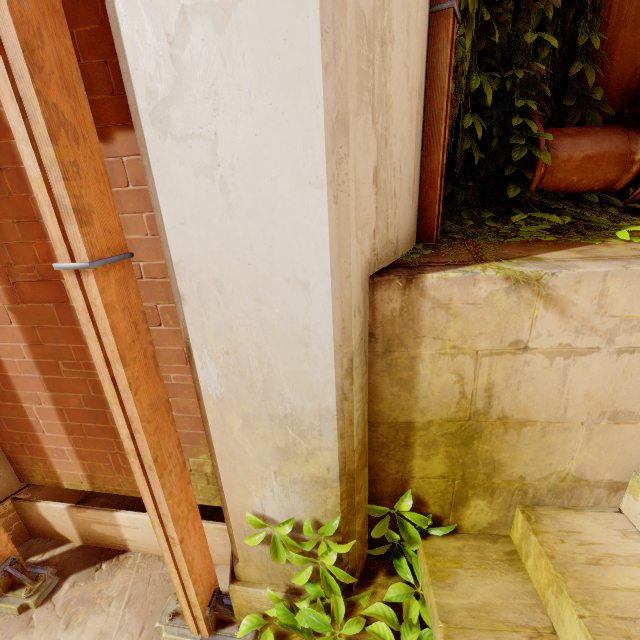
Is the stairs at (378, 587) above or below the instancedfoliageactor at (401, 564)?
below

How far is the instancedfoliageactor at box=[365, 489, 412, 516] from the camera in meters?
1.6

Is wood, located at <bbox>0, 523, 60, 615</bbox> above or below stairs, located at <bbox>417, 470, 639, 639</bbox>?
below

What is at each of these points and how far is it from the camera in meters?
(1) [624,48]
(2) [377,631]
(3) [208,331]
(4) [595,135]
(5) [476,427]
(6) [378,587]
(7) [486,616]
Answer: (1) column, 2.6 m
(2) instancedfoliageactor, 1.5 m
(3) column, 1.2 m
(4) pipe, 2.4 m
(5) building, 1.5 m
(6) stairs, 1.7 m
(7) stairs, 1.4 m

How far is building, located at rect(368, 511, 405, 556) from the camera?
1.7m

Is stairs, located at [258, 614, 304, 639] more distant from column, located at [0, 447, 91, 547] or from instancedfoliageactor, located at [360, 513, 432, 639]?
column, located at [0, 447, 91, 547]

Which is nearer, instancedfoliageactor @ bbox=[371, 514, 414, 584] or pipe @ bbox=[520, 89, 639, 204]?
instancedfoliageactor @ bbox=[371, 514, 414, 584]

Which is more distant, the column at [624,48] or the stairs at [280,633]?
the column at [624,48]
